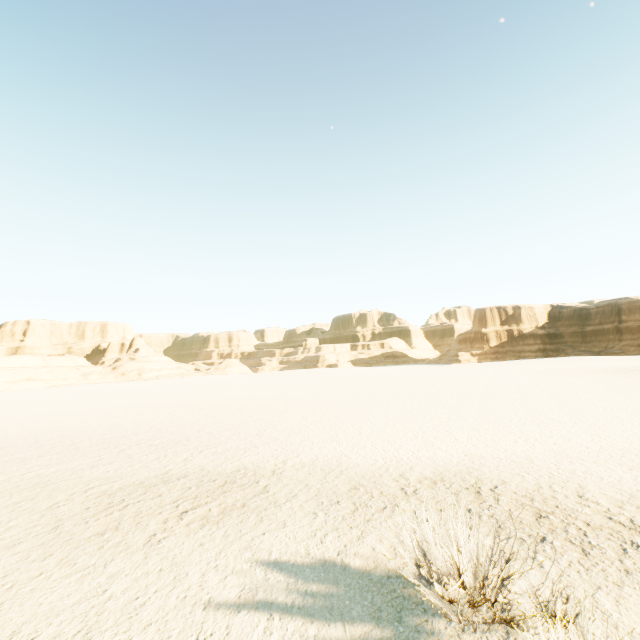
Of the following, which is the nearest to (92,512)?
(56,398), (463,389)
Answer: (463,389)
